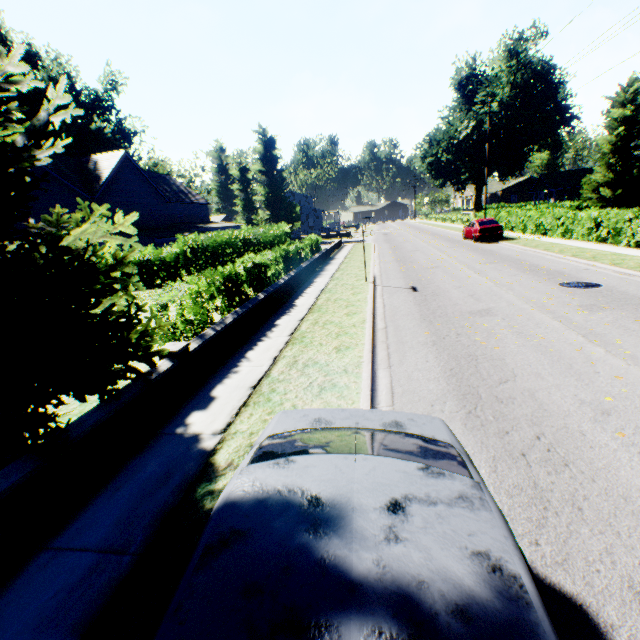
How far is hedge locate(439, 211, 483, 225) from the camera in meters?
37.4 m

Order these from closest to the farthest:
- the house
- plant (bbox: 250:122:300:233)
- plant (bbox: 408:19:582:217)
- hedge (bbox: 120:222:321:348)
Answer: hedge (bbox: 120:222:321:348), plant (bbox: 408:19:582:217), the house, plant (bbox: 250:122:300:233)

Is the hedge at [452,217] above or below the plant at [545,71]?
below

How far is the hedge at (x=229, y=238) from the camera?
7.7 meters

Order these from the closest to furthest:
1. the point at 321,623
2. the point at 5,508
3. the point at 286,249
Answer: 1. the point at 321,623
2. the point at 5,508
3. the point at 286,249

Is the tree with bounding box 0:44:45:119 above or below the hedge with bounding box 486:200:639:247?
above

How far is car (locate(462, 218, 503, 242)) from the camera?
23.3m

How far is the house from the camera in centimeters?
4206cm
